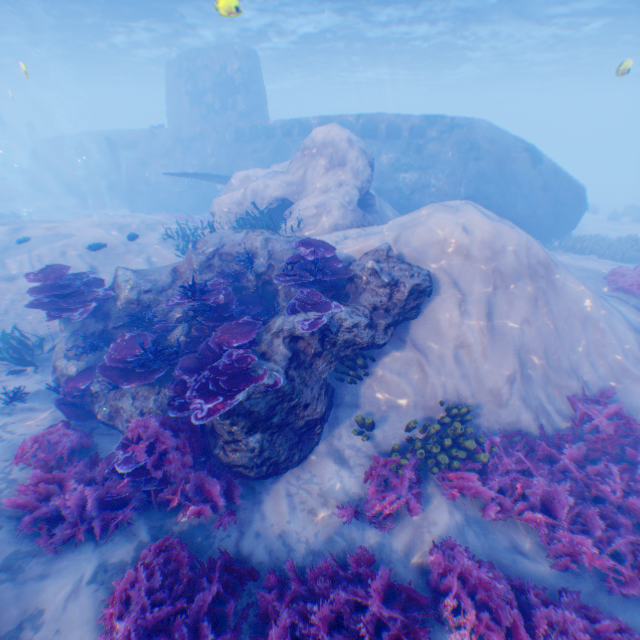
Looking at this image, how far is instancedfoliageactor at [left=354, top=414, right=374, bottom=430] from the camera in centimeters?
636cm

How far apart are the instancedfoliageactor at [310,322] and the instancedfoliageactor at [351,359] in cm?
105

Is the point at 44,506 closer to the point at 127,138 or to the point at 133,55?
the point at 127,138

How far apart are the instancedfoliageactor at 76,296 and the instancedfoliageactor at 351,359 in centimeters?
646cm

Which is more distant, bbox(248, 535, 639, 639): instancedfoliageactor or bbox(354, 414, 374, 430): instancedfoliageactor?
bbox(354, 414, 374, 430): instancedfoliageactor

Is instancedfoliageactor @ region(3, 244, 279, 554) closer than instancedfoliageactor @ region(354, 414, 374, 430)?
Yes

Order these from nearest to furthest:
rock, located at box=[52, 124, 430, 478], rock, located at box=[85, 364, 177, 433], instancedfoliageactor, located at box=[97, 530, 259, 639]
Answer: instancedfoliageactor, located at box=[97, 530, 259, 639] → rock, located at box=[52, 124, 430, 478] → rock, located at box=[85, 364, 177, 433]

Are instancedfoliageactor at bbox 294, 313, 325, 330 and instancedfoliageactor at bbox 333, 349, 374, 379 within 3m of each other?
yes
